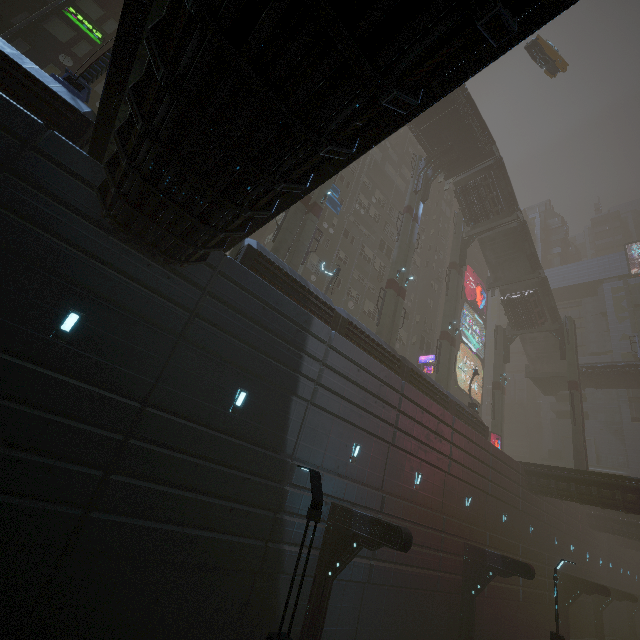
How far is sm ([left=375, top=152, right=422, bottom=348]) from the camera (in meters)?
25.72

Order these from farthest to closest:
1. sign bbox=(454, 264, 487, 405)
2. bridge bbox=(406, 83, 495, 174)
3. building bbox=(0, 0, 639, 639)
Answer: sign bbox=(454, 264, 487, 405), bridge bbox=(406, 83, 495, 174), building bbox=(0, 0, 639, 639)

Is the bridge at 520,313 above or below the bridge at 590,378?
above

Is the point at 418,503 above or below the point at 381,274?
below

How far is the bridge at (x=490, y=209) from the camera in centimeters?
3272cm

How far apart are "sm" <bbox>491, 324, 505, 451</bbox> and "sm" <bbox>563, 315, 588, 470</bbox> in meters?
6.5

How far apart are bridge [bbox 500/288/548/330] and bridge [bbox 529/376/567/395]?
7.65m

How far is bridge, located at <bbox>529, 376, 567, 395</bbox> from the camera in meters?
42.2
